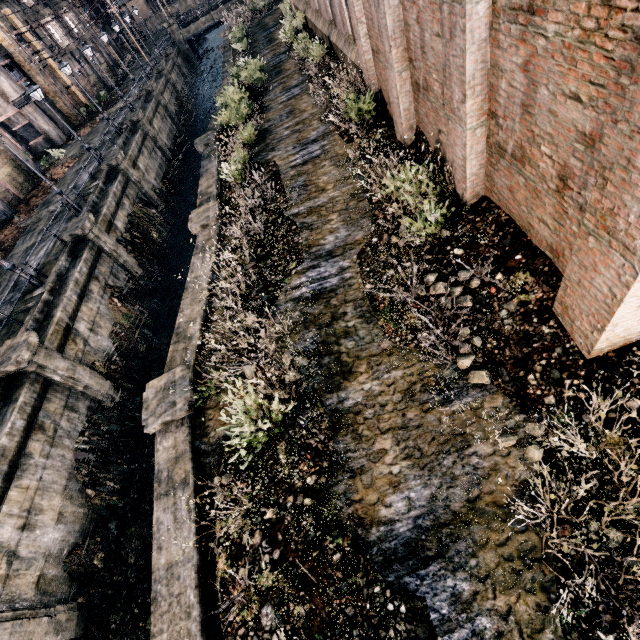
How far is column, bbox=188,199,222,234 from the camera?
14.0 meters

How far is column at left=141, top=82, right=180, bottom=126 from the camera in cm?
3500

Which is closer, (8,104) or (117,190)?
(117,190)

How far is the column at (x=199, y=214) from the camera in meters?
14.0 m

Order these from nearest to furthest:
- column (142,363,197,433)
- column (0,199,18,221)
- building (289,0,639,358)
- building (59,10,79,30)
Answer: building (289,0,639,358) → column (142,363,197,433) → column (0,199,18,221) → building (59,10,79,30)

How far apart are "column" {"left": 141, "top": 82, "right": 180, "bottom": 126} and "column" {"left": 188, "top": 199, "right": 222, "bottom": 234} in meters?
30.7

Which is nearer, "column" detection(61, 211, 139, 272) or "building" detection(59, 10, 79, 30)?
"column" detection(61, 211, 139, 272)

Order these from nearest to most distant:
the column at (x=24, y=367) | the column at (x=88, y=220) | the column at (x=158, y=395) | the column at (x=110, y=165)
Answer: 1. the column at (x=158, y=395)
2. the column at (x=24, y=367)
3. the column at (x=88, y=220)
4. the column at (x=110, y=165)
